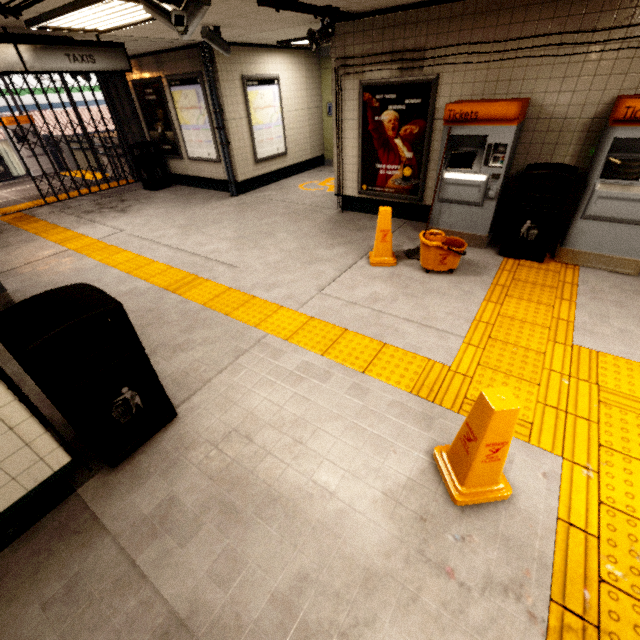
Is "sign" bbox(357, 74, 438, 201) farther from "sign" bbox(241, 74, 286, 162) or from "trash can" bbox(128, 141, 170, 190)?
"trash can" bbox(128, 141, 170, 190)

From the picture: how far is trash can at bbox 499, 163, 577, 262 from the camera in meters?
3.9 m

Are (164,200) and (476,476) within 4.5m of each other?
no

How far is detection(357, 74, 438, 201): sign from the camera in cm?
491

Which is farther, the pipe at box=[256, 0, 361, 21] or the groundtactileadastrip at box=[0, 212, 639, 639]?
the pipe at box=[256, 0, 361, 21]

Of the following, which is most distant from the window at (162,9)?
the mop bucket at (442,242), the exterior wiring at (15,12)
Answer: the mop bucket at (442,242)

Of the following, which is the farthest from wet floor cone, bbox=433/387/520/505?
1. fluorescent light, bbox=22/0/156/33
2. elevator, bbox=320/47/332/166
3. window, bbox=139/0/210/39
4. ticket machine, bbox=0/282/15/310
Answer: elevator, bbox=320/47/332/166

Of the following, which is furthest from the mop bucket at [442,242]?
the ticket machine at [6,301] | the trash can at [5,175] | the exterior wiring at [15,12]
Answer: the trash can at [5,175]
